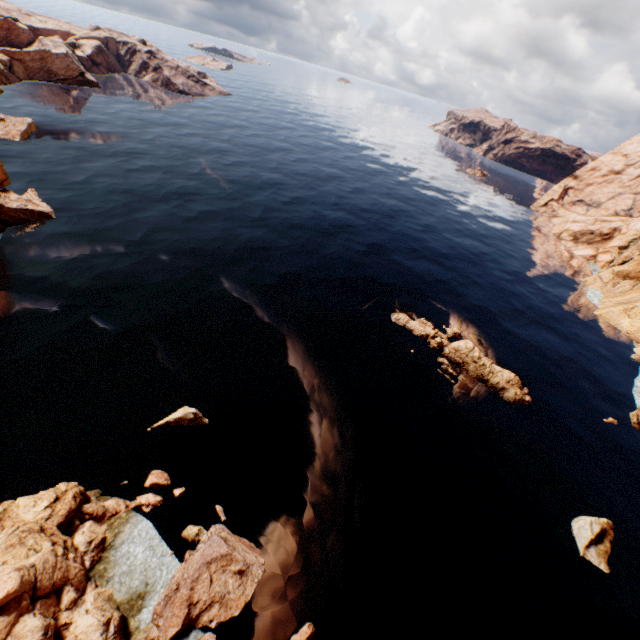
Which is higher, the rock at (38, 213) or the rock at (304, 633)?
the rock at (38, 213)

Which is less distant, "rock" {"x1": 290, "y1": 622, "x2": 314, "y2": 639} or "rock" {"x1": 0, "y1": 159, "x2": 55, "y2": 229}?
"rock" {"x1": 290, "y1": 622, "x2": 314, "y2": 639}

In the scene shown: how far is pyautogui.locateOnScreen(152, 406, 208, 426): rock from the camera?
24.89m

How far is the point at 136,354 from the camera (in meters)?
29.14

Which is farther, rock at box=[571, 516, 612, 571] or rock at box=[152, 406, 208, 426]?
rock at box=[152, 406, 208, 426]

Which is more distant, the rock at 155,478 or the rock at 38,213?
the rock at 38,213
